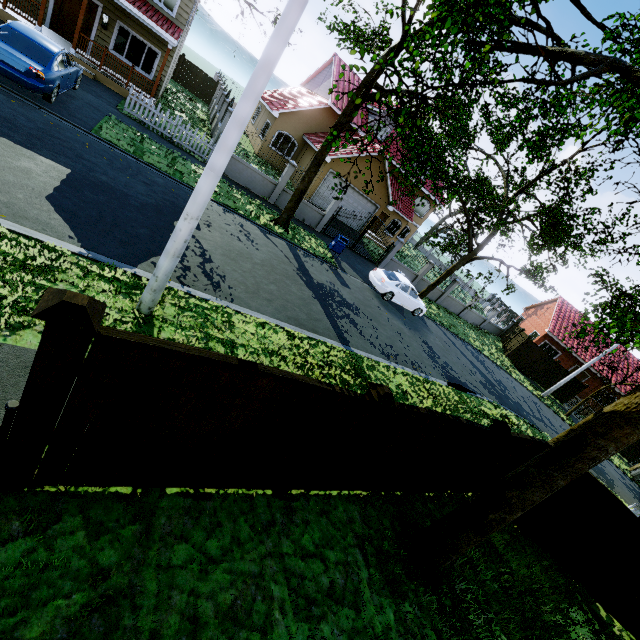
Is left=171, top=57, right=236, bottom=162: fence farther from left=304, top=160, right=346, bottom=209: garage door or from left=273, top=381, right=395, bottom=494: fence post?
left=304, top=160, right=346, bottom=209: garage door

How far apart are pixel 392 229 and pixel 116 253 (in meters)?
27.67

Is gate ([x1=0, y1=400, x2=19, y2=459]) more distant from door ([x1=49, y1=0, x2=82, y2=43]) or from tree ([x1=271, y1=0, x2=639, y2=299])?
door ([x1=49, y1=0, x2=82, y2=43])

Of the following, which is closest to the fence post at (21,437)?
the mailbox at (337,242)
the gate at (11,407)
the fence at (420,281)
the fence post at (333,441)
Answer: the gate at (11,407)

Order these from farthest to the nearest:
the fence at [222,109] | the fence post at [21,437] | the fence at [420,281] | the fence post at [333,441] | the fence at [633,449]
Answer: the fence at [633,449], the fence at [420,281], the fence at [222,109], the fence post at [333,441], the fence post at [21,437]

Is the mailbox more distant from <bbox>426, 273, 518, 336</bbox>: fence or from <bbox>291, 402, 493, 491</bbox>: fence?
<bbox>426, 273, 518, 336</bbox>: fence

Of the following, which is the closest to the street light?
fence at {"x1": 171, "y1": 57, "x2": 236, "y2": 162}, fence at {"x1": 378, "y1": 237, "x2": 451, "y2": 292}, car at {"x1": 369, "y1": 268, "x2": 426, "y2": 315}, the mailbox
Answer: fence at {"x1": 171, "y1": 57, "x2": 236, "y2": 162}

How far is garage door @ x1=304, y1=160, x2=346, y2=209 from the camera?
22.03m
